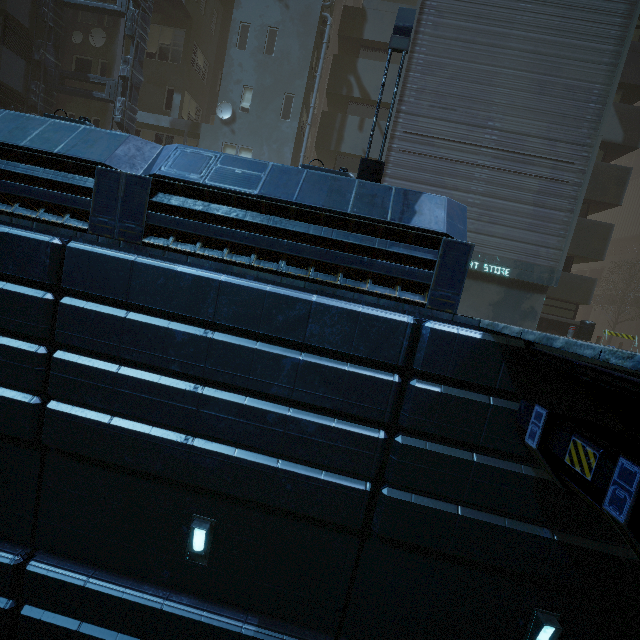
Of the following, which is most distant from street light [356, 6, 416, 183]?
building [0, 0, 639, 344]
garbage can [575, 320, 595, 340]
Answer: garbage can [575, 320, 595, 340]

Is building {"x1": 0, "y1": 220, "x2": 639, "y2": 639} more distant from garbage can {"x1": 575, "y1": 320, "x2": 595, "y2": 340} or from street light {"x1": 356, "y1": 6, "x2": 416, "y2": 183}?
garbage can {"x1": 575, "y1": 320, "x2": 595, "y2": 340}

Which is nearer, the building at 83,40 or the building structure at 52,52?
the building structure at 52,52

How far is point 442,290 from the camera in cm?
522

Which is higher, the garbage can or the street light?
the street light

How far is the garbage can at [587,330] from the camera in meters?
14.4 m

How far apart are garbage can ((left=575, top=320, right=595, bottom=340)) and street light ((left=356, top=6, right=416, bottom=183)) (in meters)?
12.70

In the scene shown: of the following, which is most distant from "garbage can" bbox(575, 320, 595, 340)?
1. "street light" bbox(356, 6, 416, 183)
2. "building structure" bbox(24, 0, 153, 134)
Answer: "building structure" bbox(24, 0, 153, 134)
